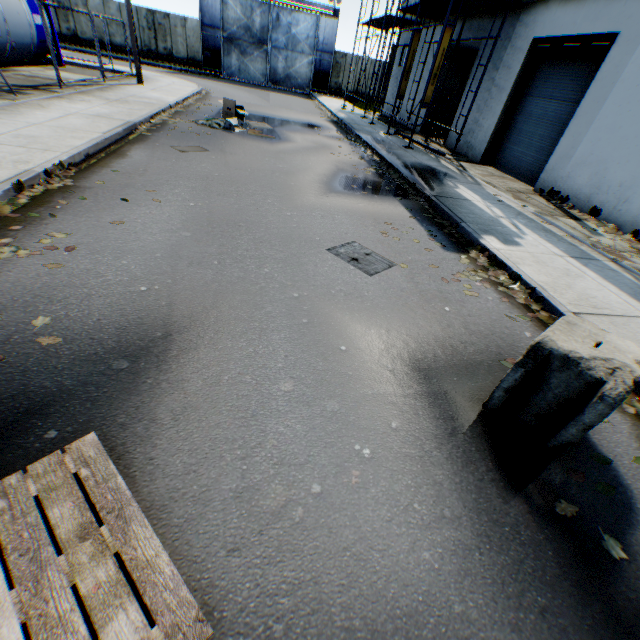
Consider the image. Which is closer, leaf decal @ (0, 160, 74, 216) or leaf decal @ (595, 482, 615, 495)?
leaf decal @ (595, 482, 615, 495)

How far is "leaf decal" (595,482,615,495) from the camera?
2.5 meters

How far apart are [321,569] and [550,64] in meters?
15.2

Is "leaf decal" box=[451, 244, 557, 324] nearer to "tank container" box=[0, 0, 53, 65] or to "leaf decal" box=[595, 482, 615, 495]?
"leaf decal" box=[595, 482, 615, 495]

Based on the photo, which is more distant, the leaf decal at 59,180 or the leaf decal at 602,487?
the leaf decal at 59,180

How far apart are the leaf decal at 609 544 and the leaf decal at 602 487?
0.3 meters

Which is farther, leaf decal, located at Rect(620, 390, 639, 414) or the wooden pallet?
leaf decal, located at Rect(620, 390, 639, 414)

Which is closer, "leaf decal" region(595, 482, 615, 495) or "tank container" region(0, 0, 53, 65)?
"leaf decal" region(595, 482, 615, 495)
